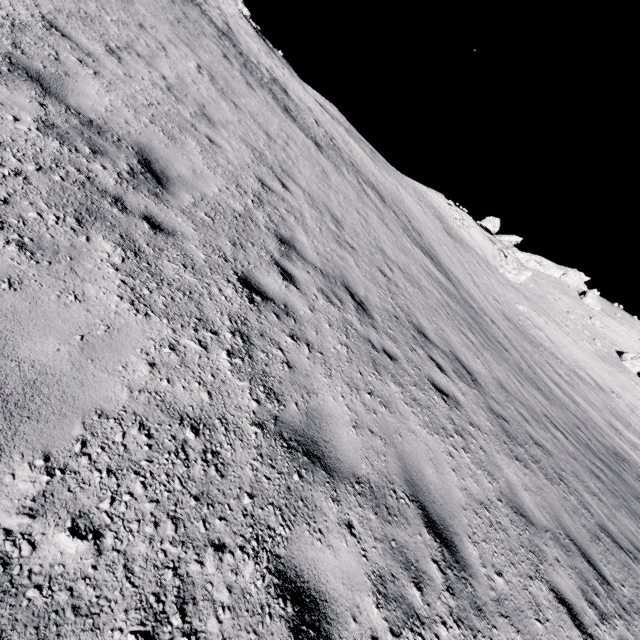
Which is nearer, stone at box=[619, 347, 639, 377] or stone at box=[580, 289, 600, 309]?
stone at box=[619, 347, 639, 377]

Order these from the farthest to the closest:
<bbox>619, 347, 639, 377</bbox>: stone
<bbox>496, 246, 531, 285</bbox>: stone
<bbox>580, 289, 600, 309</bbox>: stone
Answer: <bbox>580, 289, 600, 309</bbox>: stone → <bbox>496, 246, 531, 285</bbox>: stone → <bbox>619, 347, 639, 377</bbox>: stone

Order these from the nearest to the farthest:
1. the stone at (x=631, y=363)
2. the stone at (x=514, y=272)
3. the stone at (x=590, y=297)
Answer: the stone at (x=631, y=363) → the stone at (x=514, y=272) → the stone at (x=590, y=297)

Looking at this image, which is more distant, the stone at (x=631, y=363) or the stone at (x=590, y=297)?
the stone at (x=590, y=297)

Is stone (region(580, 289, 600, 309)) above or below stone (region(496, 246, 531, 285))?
above

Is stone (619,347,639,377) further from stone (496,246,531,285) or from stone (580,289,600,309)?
stone (496,246,531,285)

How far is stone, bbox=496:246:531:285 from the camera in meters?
44.7

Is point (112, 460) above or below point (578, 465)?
below
